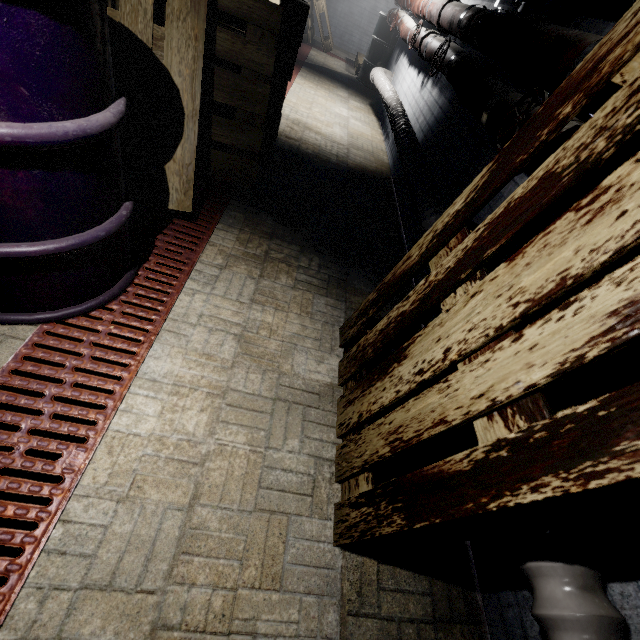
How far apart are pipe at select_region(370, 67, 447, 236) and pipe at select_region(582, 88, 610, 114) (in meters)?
0.40

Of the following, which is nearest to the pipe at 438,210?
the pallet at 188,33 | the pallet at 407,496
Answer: the pallet at 407,496

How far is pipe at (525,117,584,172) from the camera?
1.1m

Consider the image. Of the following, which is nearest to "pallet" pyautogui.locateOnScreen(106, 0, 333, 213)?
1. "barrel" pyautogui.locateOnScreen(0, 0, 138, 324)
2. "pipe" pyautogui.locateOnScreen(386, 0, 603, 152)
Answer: "barrel" pyautogui.locateOnScreen(0, 0, 138, 324)

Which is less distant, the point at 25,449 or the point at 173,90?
the point at 25,449

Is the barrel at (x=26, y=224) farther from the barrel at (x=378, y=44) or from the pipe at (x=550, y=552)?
the barrel at (x=378, y=44)

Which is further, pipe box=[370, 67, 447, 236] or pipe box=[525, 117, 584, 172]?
pipe box=[370, 67, 447, 236]
